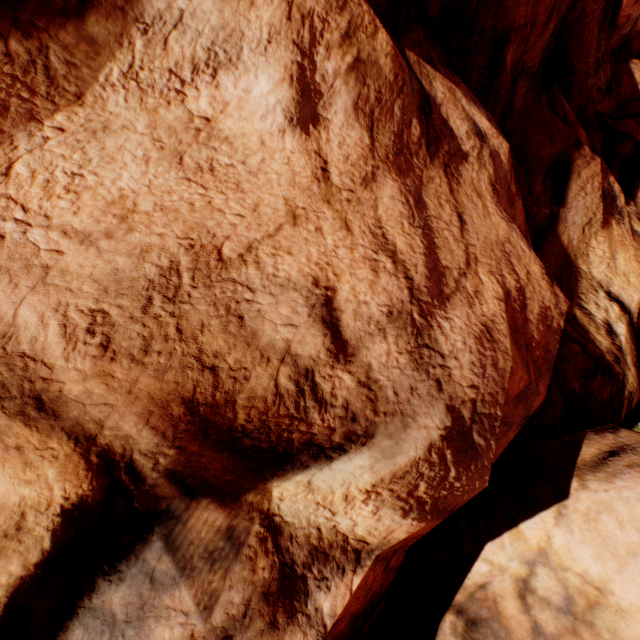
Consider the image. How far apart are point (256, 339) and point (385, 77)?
2.6 meters
